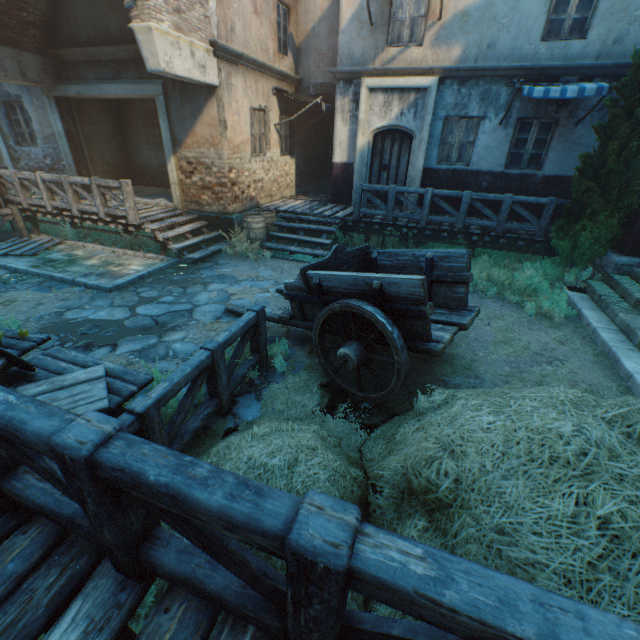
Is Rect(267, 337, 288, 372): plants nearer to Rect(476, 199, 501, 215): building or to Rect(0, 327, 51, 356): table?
Rect(476, 199, 501, 215): building

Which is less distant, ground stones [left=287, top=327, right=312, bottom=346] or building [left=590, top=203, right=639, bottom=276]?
ground stones [left=287, top=327, right=312, bottom=346]

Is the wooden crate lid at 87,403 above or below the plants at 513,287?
above

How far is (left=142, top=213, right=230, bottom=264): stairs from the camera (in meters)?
8.46

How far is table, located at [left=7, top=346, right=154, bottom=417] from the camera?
→ 3.23m

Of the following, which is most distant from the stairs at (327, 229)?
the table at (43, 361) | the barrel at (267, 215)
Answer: the table at (43, 361)

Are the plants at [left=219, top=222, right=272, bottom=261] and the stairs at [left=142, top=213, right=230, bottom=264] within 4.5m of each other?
yes

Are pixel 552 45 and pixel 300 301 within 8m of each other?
no
